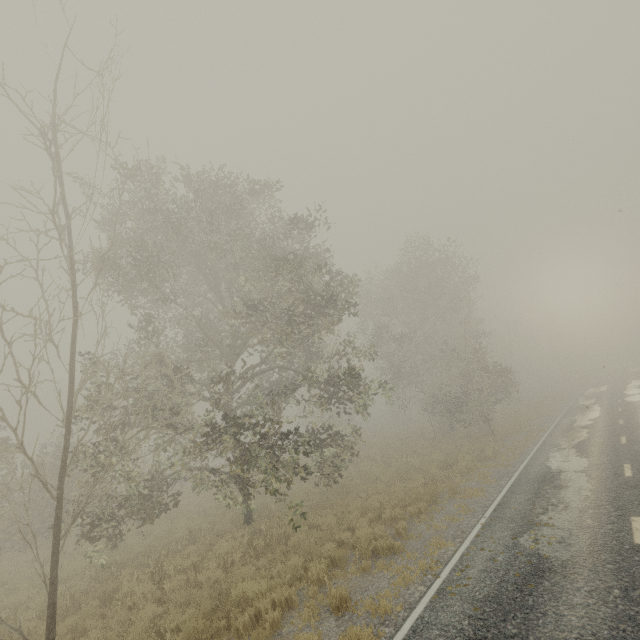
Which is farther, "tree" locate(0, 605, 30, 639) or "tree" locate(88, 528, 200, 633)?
"tree" locate(88, 528, 200, 633)

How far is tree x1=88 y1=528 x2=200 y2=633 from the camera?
8.7 meters

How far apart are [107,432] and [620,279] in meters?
40.2 m

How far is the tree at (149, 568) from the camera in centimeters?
874cm

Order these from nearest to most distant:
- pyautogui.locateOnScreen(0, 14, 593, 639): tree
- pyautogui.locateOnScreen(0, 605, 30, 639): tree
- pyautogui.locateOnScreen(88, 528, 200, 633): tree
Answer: pyautogui.locateOnScreen(0, 605, 30, 639): tree < pyautogui.locateOnScreen(88, 528, 200, 633): tree < pyautogui.locateOnScreen(0, 14, 593, 639): tree

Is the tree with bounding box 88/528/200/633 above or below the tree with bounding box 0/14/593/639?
below

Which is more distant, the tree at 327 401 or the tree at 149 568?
the tree at 327 401
